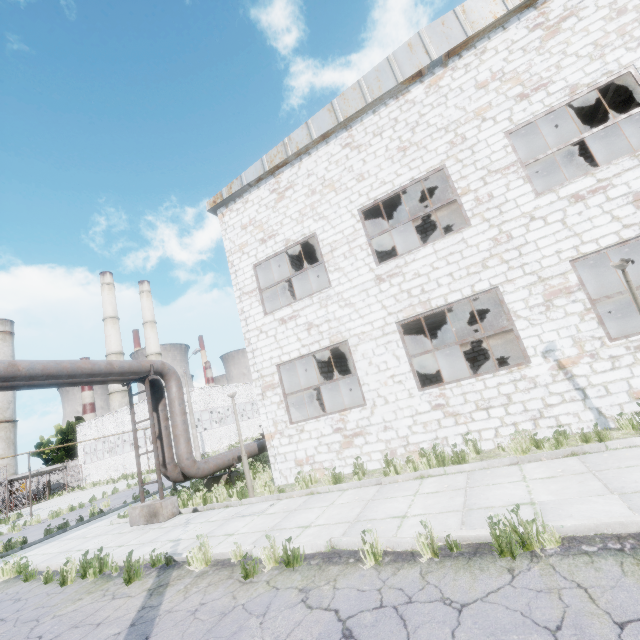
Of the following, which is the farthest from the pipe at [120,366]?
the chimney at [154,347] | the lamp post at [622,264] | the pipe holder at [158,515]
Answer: the chimney at [154,347]

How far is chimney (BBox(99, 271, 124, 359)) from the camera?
51.5 meters

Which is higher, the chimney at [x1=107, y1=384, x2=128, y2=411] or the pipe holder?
the chimney at [x1=107, y1=384, x2=128, y2=411]

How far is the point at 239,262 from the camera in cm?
1268

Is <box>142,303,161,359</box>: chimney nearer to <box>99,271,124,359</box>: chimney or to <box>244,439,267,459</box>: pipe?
<box>99,271,124,359</box>: chimney

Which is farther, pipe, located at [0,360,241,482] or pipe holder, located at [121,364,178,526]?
pipe holder, located at [121,364,178,526]

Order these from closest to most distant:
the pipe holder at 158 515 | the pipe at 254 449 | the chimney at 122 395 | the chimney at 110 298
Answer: the pipe holder at 158 515
the pipe at 254 449
the chimney at 122 395
the chimney at 110 298

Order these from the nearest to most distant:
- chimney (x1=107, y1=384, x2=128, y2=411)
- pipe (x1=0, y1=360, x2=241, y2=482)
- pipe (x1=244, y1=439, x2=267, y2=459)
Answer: pipe (x1=0, y1=360, x2=241, y2=482), pipe (x1=244, y1=439, x2=267, y2=459), chimney (x1=107, y1=384, x2=128, y2=411)
